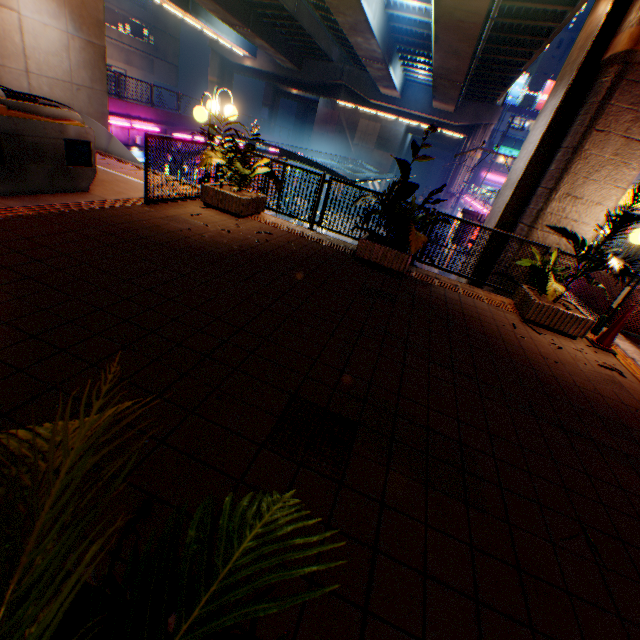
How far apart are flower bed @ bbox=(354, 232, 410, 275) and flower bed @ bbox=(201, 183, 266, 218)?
2.48m

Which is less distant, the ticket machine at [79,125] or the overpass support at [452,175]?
the ticket machine at [79,125]

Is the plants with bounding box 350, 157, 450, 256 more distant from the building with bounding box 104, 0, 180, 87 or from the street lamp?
the building with bounding box 104, 0, 180, 87

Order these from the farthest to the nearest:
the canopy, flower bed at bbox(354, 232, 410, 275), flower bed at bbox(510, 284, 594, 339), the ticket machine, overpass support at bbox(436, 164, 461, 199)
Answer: overpass support at bbox(436, 164, 461, 199)
the canopy
flower bed at bbox(354, 232, 410, 275)
flower bed at bbox(510, 284, 594, 339)
the ticket machine

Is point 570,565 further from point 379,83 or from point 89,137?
point 379,83

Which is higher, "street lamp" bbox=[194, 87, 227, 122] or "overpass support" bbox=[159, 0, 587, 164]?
"overpass support" bbox=[159, 0, 587, 164]

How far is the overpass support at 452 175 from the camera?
34.44m

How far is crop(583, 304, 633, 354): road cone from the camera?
5.40m
